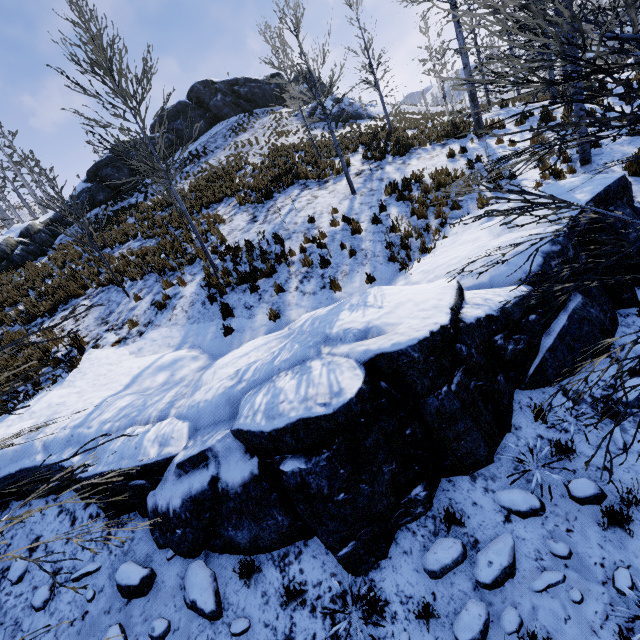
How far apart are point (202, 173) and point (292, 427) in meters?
22.2 m

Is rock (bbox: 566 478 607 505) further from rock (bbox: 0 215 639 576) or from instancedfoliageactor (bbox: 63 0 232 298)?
instancedfoliageactor (bbox: 63 0 232 298)

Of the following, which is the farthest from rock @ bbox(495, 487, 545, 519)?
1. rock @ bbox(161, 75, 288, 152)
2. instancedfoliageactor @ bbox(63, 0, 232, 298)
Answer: rock @ bbox(161, 75, 288, 152)

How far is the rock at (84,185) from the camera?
23.34m

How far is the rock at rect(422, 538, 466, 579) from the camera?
3.6 meters

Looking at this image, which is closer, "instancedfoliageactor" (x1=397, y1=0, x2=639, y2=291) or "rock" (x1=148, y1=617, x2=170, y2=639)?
Result: "instancedfoliageactor" (x1=397, y1=0, x2=639, y2=291)

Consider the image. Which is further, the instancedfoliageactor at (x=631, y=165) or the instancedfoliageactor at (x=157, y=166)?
the instancedfoliageactor at (x=157, y=166)
